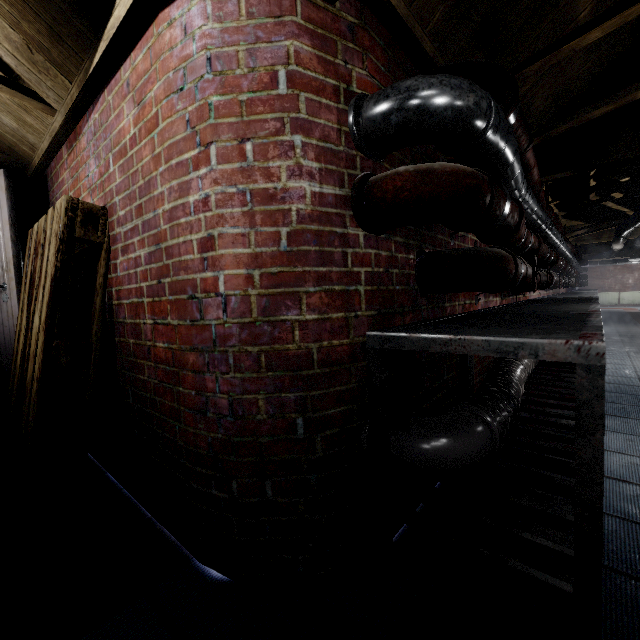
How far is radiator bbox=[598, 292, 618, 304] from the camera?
14.45m

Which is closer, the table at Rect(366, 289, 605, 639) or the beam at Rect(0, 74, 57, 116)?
the table at Rect(366, 289, 605, 639)

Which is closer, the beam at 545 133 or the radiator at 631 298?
the beam at 545 133

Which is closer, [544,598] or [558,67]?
[544,598]

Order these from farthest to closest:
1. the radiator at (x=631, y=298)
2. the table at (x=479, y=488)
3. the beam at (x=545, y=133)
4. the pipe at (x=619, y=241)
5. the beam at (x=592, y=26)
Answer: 1. the radiator at (x=631, y=298)
2. the pipe at (x=619, y=241)
3. the beam at (x=545, y=133)
4. the beam at (x=592, y=26)
5. the table at (x=479, y=488)

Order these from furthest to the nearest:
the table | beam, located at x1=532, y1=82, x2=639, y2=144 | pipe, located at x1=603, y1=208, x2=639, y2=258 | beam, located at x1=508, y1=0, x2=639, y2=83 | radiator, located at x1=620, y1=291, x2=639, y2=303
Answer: radiator, located at x1=620, y1=291, x2=639, y2=303 → pipe, located at x1=603, y1=208, x2=639, y2=258 → beam, located at x1=532, y1=82, x2=639, y2=144 → beam, located at x1=508, y1=0, x2=639, y2=83 → the table

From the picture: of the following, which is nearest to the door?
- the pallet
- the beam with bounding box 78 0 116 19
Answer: the pallet

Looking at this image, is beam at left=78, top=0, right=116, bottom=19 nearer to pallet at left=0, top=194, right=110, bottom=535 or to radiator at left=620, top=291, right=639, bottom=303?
pallet at left=0, top=194, right=110, bottom=535
